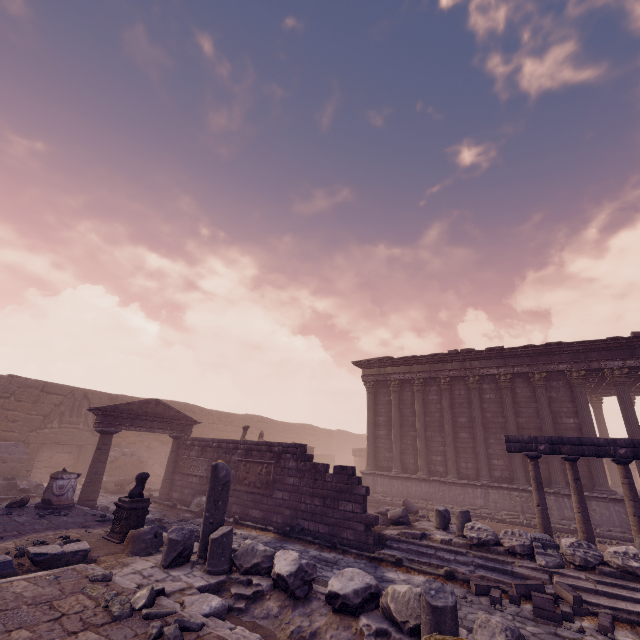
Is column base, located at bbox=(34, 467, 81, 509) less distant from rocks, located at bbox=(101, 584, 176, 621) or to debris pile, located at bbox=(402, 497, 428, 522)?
debris pile, located at bbox=(402, 497, 428, 522)

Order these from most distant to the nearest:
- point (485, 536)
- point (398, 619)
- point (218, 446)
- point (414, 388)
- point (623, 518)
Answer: point (414, 388), point (218, 446), point (623, 518), point (485, 536), point (398, 619)

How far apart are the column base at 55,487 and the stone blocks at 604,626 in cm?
1384

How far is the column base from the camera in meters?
10.1

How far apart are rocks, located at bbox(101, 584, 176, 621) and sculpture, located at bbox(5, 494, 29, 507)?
8.7 meters

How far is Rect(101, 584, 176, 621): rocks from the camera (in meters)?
4.00

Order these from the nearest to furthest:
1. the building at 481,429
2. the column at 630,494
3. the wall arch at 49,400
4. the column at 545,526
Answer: the column at 630,494, the column at 545,526, the building at 481,429, the wall arch at 49,400

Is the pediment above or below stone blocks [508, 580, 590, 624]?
Answer: above
